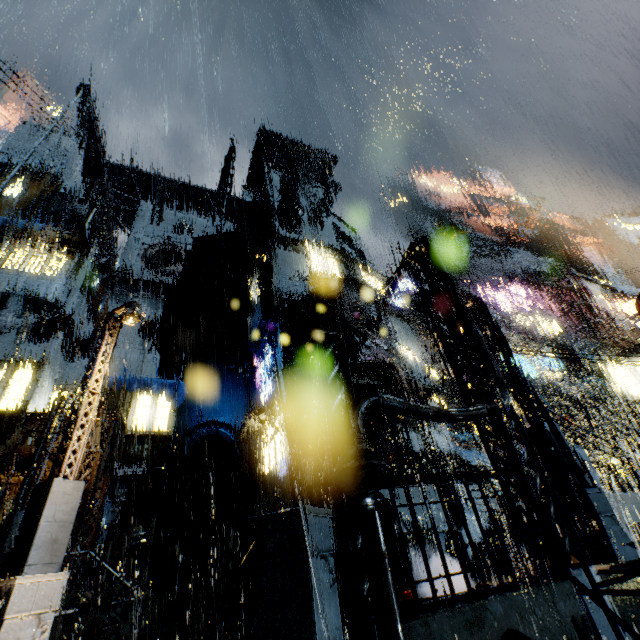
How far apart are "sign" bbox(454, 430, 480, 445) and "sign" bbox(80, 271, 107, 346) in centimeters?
2765cm

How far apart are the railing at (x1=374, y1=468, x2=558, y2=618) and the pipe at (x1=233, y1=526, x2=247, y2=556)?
16.1m

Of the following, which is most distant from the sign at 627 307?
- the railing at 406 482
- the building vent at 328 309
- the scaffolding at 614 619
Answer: Answer: the railing at 406 482

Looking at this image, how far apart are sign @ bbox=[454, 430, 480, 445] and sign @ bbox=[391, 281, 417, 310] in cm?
1490

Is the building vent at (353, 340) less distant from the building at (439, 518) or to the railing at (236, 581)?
the building at (439, 518)

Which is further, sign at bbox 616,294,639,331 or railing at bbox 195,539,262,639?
sign at bbox 616,294,639,331

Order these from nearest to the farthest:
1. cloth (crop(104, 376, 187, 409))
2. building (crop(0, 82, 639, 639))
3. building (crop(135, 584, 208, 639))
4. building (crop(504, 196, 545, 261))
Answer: building (crop(0, 82, 639, 639))
building (crop(135, 584, 208, 639))
cloth (crop(104, 376, 187, 409))
building (crop(504, 196, 545, 261))

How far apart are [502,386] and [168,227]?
39.0m
